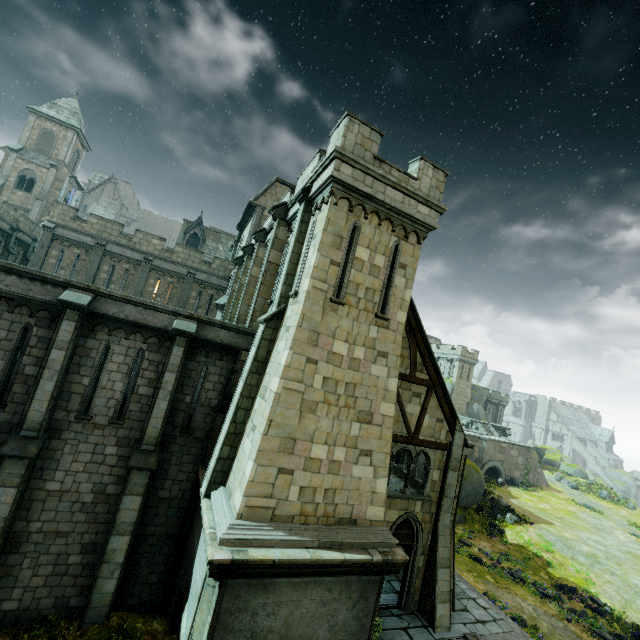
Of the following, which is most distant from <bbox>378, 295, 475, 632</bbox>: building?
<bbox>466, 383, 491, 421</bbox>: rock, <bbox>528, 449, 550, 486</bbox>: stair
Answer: <bbox>528, 449, 550, 486</bbox>: stair

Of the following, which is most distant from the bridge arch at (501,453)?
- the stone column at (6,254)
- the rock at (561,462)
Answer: the stone column at (6,254)

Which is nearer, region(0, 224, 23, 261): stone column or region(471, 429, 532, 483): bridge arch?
region(0, 224, 23, 261): stone column

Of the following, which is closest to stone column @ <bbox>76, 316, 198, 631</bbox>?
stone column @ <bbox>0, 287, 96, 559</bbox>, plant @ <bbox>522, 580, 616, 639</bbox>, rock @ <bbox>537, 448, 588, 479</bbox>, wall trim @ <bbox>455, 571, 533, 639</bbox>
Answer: stone column @ <bbox>0, 287, 96, 559</bbox>

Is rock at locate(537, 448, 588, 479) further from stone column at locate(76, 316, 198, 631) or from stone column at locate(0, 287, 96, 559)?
stone column at locate(0, 287, 96, 559)

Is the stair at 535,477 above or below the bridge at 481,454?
below

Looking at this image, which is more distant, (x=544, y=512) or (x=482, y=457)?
(x=482, y=457)

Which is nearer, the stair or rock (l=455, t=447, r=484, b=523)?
rock (l=455, t=447, r=484, b=523)
